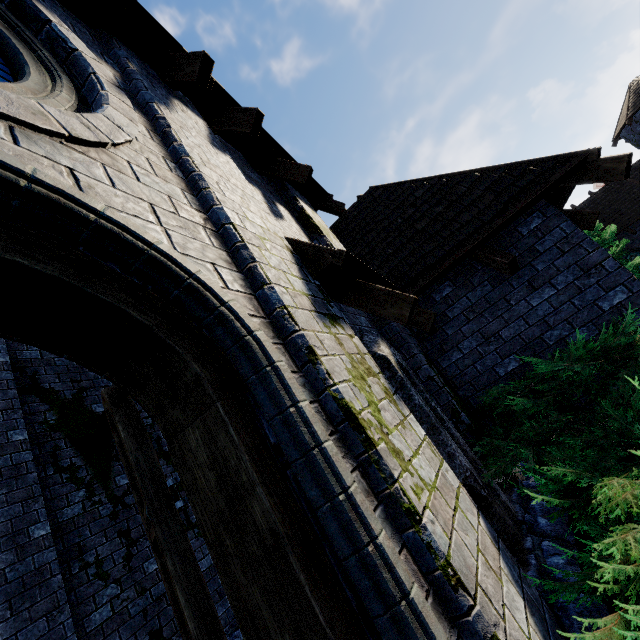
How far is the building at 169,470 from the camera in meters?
6.5 m

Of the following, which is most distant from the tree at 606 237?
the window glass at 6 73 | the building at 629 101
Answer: the window glass at 6 73

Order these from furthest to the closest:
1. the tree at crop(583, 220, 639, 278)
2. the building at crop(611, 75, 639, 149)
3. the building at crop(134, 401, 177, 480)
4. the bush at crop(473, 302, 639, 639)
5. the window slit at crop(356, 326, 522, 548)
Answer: the building at crop(611, 75, 639, 149) < the tree at crop(583, 220, 639, 278) < the building at crop(134, 401, 177, 480) < the window slit at crop(356, 326, 522, 548) < the bush at crop(473, 302, 639, 639)

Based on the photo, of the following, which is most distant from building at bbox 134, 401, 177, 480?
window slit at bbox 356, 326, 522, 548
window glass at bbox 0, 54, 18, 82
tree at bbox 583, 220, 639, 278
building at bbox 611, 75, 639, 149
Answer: building at bbox 611, 75, 639, 149

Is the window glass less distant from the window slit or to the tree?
the window slit

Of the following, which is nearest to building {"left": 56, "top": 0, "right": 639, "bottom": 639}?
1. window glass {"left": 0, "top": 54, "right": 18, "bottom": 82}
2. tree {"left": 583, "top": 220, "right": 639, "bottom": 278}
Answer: window glass {"left": 0, "top": 54, "right": 18, "bottom": 82}

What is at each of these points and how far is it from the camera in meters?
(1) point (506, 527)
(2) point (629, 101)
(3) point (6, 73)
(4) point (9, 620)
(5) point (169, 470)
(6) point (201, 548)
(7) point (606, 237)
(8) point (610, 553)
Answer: (1) window slit, 2.7 m
(2) building, 22.7 m
(3) window glass, 2.0 m
(4) building, 3.8 m
(5) building, 6.5 m
(6) building, 6.0 m
(7) tree, 18.2 m
(8) bush, 1.8 m

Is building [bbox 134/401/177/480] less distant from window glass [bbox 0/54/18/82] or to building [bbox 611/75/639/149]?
window glass [bbox 0/54/18/82]
